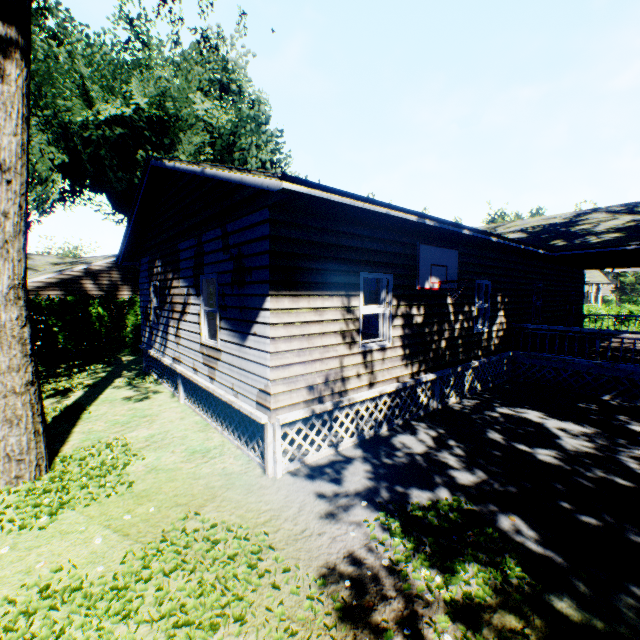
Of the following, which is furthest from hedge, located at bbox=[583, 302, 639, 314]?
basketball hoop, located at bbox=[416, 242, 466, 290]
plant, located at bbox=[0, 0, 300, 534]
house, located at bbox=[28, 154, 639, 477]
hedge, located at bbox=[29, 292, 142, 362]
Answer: hedge, located at bbox=[29, 292, 142, 362]

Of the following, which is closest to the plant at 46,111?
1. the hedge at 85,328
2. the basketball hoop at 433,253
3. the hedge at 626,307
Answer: the hedge at 85,328

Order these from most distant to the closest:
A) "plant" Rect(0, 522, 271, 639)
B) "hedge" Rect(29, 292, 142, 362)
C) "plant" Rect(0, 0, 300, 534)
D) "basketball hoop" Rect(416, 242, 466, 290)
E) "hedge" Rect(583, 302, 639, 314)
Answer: "hedge" Rect(583, 302, 639, 314), "hedge" Rect(29, 292, 142, 362), "basketball hoop" Rect(416, 242, 466, 290), "plant" Rect(0, 0, 300, 534), "plant" Rect(0, 522, 271, 639)

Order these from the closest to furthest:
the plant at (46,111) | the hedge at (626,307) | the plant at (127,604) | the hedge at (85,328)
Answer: the plant at (127,604) → the plant at (46,111) → the hedge at (85,328) → the hedge at (626,307)

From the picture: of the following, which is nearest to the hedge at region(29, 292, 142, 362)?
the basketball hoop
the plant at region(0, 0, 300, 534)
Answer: the plant at region(0, 0, 300, 534)

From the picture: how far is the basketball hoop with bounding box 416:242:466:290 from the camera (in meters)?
7.12

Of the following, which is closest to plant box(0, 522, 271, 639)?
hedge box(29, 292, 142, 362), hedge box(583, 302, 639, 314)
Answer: hedge box(29, 292, 142, 362)

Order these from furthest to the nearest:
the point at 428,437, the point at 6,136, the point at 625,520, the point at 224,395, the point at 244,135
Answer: the point at 244,135, the point at 428,437, the point at 224,395, the point at 6,136, the point at 625,520
